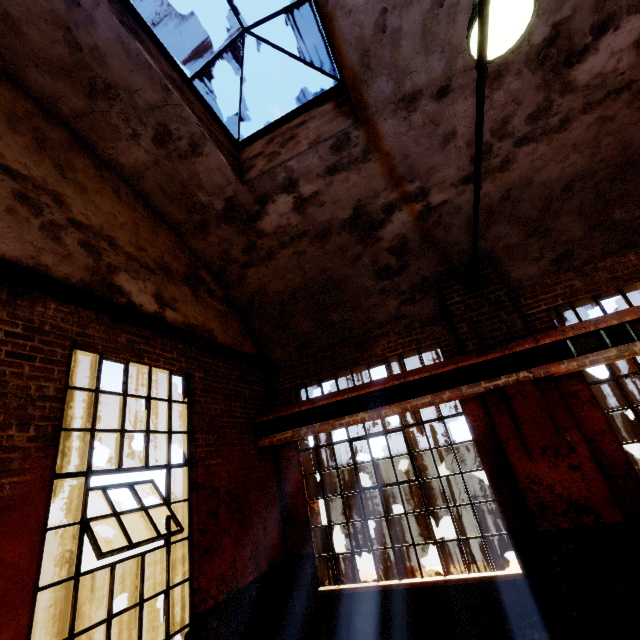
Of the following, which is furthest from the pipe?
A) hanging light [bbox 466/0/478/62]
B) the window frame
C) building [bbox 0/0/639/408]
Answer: the window frame

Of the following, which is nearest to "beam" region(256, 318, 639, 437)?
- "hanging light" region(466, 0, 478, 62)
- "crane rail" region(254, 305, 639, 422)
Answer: "crane rail" region(254, 305, 639, 422)

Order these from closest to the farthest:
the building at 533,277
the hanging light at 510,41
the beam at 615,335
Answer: the hanging light at 510,41
the building at 533,277
the beam at 615,335

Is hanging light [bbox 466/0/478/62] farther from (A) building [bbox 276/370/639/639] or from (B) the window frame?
(B) the window frame

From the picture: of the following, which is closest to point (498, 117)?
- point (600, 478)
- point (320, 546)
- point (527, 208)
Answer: point (527, 208)

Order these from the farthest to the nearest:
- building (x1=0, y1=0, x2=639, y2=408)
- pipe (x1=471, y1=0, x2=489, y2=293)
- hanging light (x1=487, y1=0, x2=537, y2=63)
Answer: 1. building (x1=0, y1=0, x2=639, y2=408)
2. hanging light (x1=487, y1=0, x2=537, y2=63)
3. pipe (x1=471, y1=0, x2=489, y2=293)

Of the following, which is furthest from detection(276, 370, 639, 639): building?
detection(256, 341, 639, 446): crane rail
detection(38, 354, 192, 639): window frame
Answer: detection(38, 354, 192, 639): window frame

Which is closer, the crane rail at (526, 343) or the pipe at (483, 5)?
the pipe at (483, 5)
